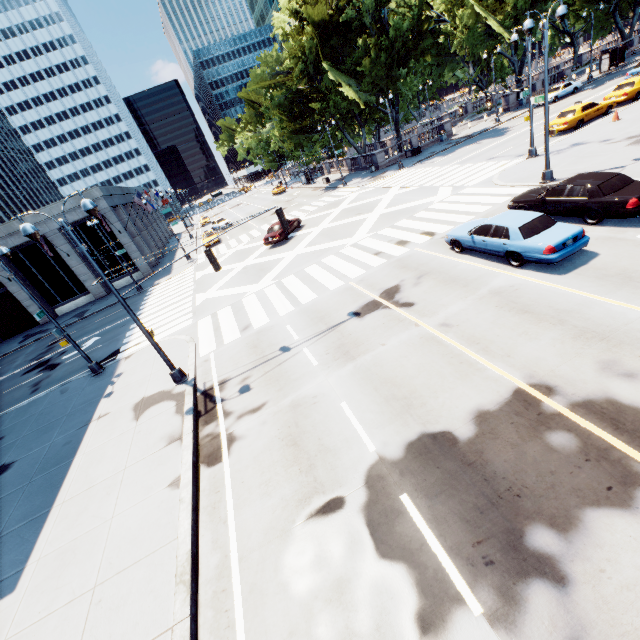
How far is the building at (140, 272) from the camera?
35.8m

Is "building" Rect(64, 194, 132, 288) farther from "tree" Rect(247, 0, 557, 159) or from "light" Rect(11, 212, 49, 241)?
"light" Rect(11, 212, 49, 241)

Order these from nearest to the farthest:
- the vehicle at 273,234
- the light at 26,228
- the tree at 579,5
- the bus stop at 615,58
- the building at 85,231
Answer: the light at 26,228 → the vehicle at 273,234 → the building at 85,231 → the bus stop at 615,58 → the tree at 579,5

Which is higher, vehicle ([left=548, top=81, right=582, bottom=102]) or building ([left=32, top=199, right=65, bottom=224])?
building ([left=32, top=199, right=65, bottom=224])

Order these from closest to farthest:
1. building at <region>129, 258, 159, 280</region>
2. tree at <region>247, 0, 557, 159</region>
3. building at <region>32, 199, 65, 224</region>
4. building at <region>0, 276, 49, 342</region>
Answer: building at <region>32, 199, 65, 224</region>, building at <region>0, 276, 49, 342</region>, tree at <region>247, 0, 557, 159</region>, building at <region>129, 258, 159, 280</region>

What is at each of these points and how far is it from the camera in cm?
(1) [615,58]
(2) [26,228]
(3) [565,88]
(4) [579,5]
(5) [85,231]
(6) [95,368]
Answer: (1) bus stop, 4266
(2) light, 976
(3) vehicle, 3728
(4) tree, 4297
(5) building, 3359
(6) light, 1712

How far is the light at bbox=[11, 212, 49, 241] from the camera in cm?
973

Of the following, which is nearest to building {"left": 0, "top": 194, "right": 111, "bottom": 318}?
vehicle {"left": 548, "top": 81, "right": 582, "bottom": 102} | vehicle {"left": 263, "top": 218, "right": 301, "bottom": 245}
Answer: vehicle {"left": 263, "top": 218, "right": 301, "bottom": 245}
